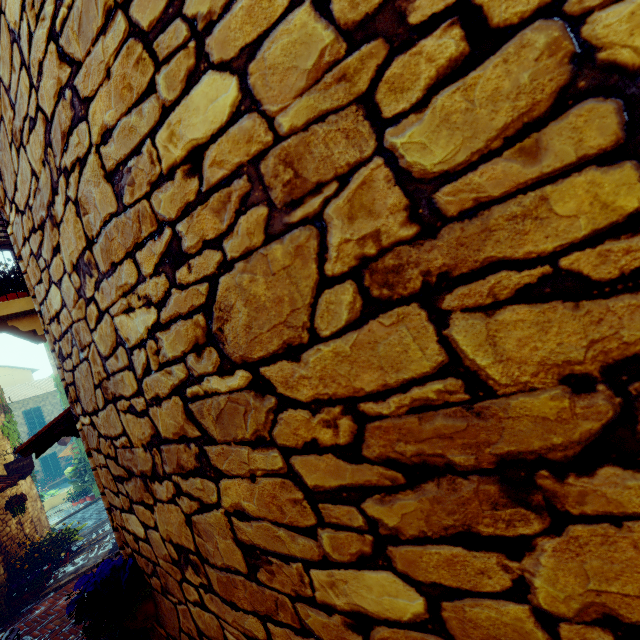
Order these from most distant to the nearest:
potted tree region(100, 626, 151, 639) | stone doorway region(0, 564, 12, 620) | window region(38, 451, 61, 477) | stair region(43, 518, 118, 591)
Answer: window region(38, 451, 61, 477)
stair region(43, 518, 118, 591)
stone doorway region(0, 564, 12, 620)
potted tree region(100, 626, 151, 639)

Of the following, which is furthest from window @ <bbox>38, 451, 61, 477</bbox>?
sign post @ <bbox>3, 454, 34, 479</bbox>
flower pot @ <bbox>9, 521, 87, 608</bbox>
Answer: sign post @ <bbox>3, 454, 34, 479</bbox>

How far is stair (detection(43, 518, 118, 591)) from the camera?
7.1m

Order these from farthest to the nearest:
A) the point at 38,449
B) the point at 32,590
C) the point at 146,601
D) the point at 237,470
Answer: the point at 32,590 < the point at 38,449 < the point at 146,601 < the point at 237,470

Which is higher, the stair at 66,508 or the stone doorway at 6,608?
the stone doorway at 6,608

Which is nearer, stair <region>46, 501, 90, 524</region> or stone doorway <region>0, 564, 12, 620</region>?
stone doorway <region>0, 564, 12, 620</region>

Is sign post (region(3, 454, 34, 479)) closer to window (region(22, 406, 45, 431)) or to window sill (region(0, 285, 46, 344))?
window sill (region(0, 285, 46, 344))

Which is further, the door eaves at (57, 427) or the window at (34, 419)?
the window at (34, 419)
